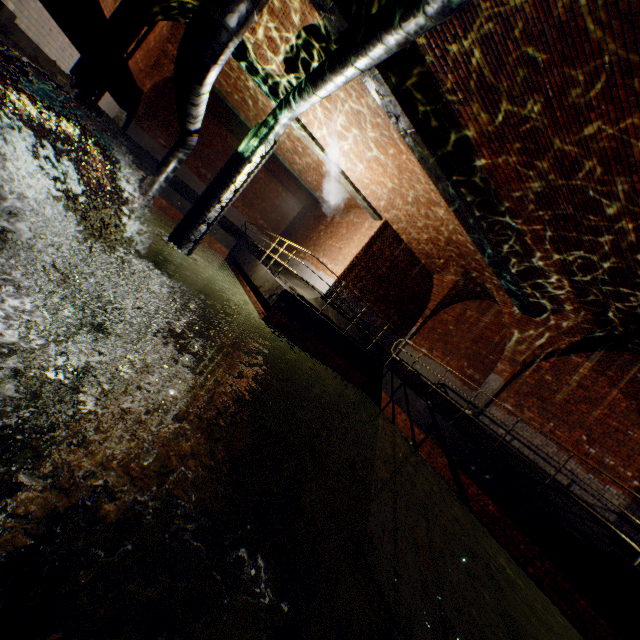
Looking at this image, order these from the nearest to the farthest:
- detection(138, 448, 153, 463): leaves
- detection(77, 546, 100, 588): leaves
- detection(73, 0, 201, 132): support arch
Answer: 1. detection(77, 546, 100, 588): leaves
2. detection(138, 448, 153, 463): leaves
3. detection(73, 0, 201, 132): support arch

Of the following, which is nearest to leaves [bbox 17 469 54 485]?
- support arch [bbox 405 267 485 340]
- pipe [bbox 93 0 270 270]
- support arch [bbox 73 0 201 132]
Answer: pipe [bbox 93 0 270 270]

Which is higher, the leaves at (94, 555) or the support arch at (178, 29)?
the support arch at (178, 29)

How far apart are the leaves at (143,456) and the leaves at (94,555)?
0.7 meters

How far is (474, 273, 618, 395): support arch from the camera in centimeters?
892cm

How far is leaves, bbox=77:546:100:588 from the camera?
1.4 meters

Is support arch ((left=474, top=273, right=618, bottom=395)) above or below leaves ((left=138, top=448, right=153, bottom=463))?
above

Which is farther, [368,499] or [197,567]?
[368,499]
